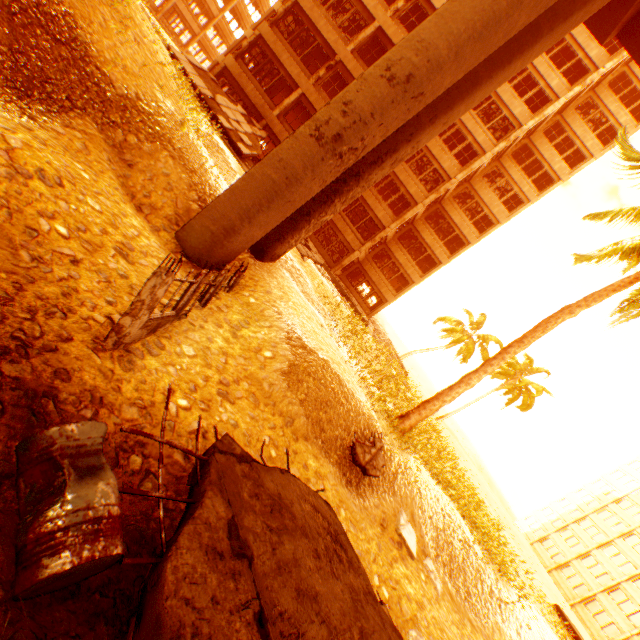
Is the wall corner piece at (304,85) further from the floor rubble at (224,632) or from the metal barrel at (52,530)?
the metal barrel at (52,530)

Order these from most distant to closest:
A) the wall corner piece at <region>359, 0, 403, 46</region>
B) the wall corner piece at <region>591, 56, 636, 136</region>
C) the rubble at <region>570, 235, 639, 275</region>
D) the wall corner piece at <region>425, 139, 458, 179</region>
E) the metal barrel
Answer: the wall corner piece at <region>591, 56, 636, 136</region>
the wall corner piece at <region>425, 139, 458, 179</region>
the wall corner piece at <region>359, 0, 403, 46</region>
the rubble at <region>570, 235, 639, 275</region>
the metal barrel

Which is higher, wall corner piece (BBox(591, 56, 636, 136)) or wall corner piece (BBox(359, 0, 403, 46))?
wall corner piece (BBox(591, 56, 636, 136))

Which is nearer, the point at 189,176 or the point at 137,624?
the point at 137,624

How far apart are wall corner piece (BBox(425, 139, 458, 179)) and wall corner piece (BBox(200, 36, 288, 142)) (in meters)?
8.06

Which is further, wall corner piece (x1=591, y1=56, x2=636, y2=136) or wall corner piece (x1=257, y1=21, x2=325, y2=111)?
wall corner piece (x1=591, y1=56, x2=636, y2=136)

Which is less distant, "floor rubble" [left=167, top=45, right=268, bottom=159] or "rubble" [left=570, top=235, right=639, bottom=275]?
"rubble" [left=570, top=235, right=639, bottom=275]

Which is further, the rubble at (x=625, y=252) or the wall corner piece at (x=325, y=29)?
the wall corner piece at (x=325, y=29)
